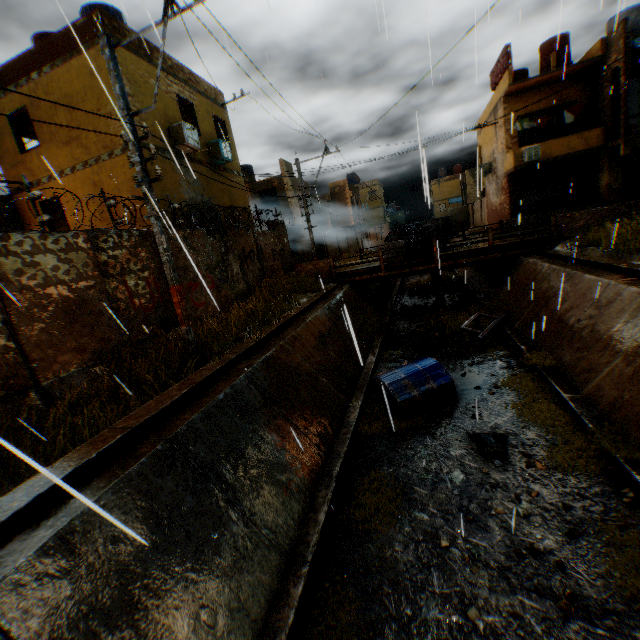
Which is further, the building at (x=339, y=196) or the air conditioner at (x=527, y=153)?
the building at (x=339, y=196)

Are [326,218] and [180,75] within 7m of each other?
no

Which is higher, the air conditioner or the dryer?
the dryer

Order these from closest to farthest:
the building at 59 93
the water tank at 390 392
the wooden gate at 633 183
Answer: the water tank at 390 392, the building at 59 93, the wooden gate at 633 183

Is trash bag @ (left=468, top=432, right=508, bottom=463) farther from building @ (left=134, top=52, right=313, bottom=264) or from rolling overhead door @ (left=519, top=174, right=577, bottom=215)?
rolling overhead door @ (left=519, top=174, right=577, bottom=215)

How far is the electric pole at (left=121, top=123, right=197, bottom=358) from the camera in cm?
670

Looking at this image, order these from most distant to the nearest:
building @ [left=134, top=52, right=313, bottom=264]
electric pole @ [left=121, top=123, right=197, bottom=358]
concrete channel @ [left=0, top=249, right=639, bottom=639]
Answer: building @ [left=134, top=52, right=313, bottom=264], electric pole @ [left=121, top=123, right=197, bottom=358], concrete channel @ [left=0, top=249, right=639, bottom=639]

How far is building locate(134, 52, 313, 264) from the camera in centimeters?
1197cm
